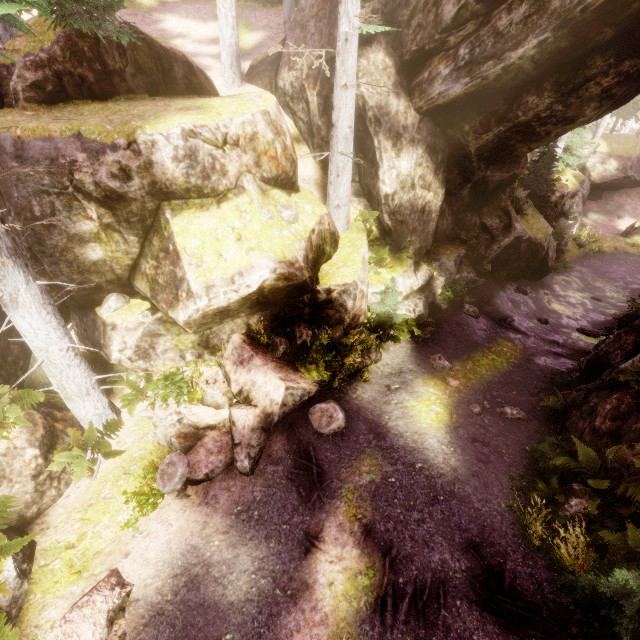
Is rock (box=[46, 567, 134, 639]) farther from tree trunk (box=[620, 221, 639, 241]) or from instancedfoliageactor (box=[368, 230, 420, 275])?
tree trunk (box=[620, 221, 639, 241])

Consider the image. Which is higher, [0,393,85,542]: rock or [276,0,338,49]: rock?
[276,0,338,49]: rock

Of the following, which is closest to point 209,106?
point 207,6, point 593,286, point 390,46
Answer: point 390,46

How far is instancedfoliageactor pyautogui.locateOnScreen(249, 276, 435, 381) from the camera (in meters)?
9.41

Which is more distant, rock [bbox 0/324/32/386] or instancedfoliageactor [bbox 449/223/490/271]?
instancedfoliageactor [bbox 449/223/490/271]

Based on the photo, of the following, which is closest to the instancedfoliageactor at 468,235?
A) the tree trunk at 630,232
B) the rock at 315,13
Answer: the rock at 315,13

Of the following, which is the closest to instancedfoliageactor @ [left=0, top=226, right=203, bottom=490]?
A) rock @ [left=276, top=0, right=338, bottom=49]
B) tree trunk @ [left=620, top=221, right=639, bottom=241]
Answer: rock @ [left=276, top=0, right=338, bottom=49]

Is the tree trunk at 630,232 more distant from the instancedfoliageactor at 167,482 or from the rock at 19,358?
the rock at 19,358
